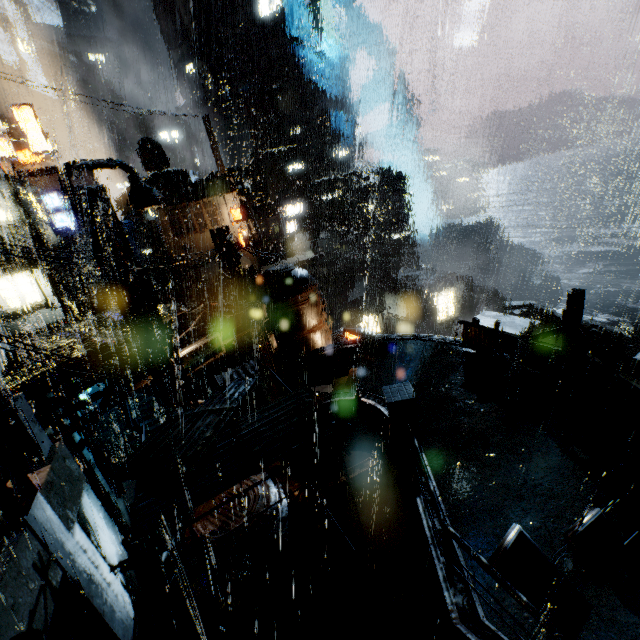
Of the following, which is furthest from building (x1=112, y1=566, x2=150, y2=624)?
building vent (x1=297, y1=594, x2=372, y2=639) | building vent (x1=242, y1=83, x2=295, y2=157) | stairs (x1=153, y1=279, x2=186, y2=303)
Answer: building vent (x1=242, y1=83, x2=295, y2=157)

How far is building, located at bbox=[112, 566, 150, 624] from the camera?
14.1 meters

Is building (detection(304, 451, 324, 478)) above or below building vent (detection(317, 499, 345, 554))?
below

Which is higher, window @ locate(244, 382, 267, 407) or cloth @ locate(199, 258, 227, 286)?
cloth @ locate(199, 258, 227, 286)

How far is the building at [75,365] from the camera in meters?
11.3 m

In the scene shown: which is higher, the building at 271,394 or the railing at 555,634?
the railing at 555,634

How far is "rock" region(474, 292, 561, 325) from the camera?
49.1m

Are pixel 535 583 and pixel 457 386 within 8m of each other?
yes
